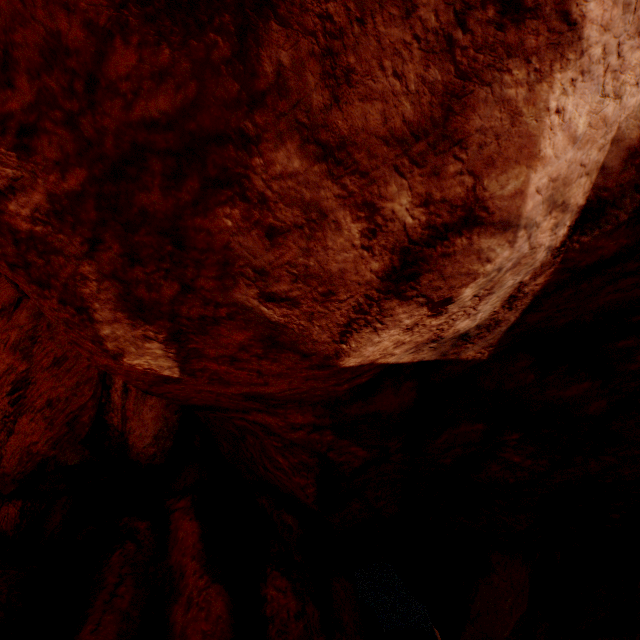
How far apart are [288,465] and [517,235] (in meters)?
4.15
